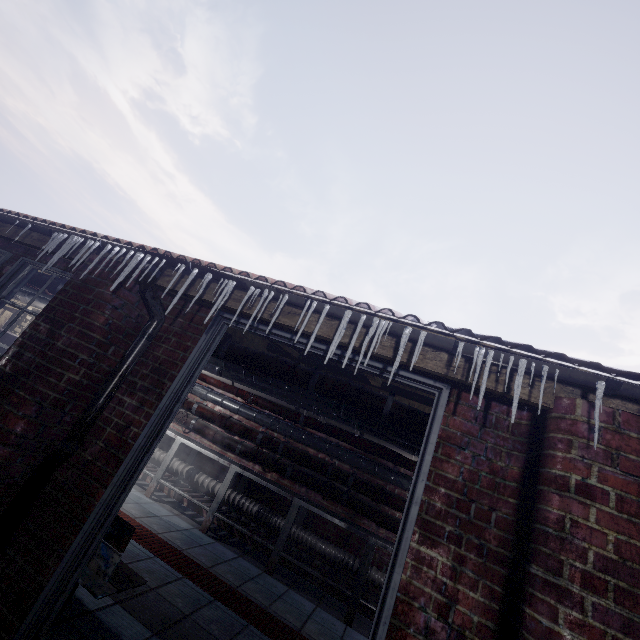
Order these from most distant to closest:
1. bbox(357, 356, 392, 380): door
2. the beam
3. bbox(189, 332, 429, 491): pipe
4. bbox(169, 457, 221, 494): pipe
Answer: bbox(169, 457, 221, 494): pipe, the beam, bbox(189, 332, 429, 491): pipe, bbox(357, 356, 392, 380): door

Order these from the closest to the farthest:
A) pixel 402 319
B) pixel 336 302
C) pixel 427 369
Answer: pixel 427 369 < pixel 336 302 < pixel 402 319

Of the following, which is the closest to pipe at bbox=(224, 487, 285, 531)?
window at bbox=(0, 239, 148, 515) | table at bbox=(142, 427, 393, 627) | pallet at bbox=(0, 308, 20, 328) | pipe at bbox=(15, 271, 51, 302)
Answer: table at bbox=(142, 427, 393, 627)

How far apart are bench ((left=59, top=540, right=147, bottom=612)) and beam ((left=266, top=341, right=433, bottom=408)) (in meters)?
1.51

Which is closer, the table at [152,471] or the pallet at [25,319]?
the table at [152,471]

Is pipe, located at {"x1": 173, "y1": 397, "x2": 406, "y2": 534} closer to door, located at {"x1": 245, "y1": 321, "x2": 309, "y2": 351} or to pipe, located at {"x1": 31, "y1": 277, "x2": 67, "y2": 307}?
pipe, located at {"x1": 31, "y1": 277, "x2": 67, "y2": 307}

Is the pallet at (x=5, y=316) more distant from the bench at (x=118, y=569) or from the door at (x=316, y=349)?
the door at (x=316, y=349)

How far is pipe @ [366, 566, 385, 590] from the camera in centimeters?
384cm
